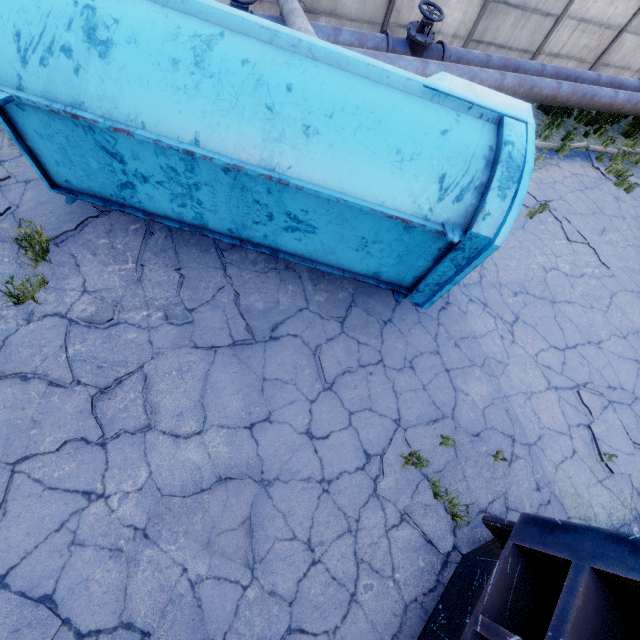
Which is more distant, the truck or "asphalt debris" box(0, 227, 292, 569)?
"asphalt debris" box(0, 227, 292, 569)

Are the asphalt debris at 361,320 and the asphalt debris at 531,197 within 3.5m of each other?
no

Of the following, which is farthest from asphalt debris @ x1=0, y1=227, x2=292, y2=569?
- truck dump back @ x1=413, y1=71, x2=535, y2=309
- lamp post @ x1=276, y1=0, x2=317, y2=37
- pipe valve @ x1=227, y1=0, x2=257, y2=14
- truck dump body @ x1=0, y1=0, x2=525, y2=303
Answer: pipe valve @ x1=227, y1=0, x2=257, y2=14

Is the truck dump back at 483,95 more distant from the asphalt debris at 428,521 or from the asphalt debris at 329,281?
the asphalt debris at 428,521

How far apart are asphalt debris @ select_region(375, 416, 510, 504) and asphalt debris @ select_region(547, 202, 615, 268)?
5.83m

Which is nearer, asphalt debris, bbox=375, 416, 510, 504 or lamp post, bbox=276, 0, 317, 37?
asphalt debris, bbox=375, 416, 510, 504

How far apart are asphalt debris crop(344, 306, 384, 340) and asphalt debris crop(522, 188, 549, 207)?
5.1m

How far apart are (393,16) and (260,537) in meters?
12.4
